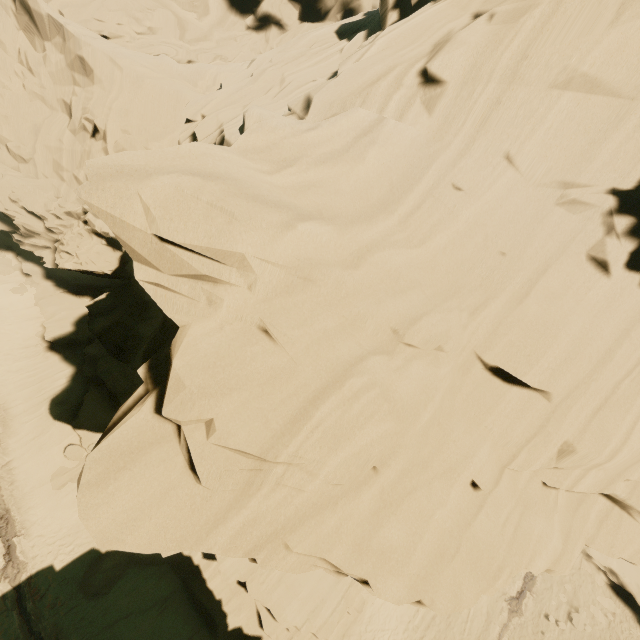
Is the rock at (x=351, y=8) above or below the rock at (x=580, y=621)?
above

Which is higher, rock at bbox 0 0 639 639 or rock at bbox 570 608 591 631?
rock at bbox 0 0 639 639

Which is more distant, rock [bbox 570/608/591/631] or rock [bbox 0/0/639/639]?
rock [bbox 570/608/591/631]

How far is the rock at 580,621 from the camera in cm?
2050

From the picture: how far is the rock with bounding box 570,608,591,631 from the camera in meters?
20.5 m

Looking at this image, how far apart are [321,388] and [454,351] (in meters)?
3.82
